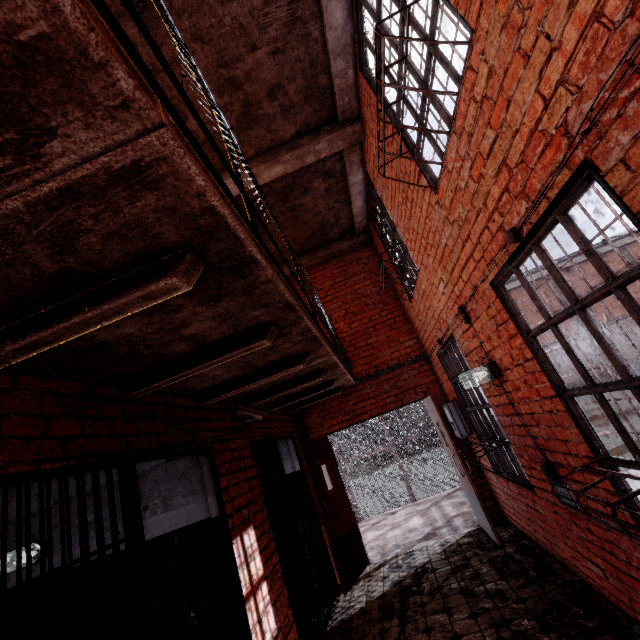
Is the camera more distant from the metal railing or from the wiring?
the wiring

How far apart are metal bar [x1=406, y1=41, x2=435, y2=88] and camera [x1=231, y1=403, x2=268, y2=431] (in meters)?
2.95

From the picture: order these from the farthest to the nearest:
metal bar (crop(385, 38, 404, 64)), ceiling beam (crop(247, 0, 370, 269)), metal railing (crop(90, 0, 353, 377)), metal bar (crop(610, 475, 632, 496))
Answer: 1. ceiling beam (crop(247, 0, 370, 269))
2. metal bar (crop(385, 38, 404, 64))
3. metal bar (crop(610, 475, 632, 496))
4. metal railing (crop(90, 0, 353, 377))

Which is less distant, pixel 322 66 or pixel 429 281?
pixel 322 66

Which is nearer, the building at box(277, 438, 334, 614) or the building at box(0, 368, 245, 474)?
the building at box(0, 368, 245, 474)

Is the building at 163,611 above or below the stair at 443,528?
above

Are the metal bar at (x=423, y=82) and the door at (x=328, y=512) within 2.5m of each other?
no

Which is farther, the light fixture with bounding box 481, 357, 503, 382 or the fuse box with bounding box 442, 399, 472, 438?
the fuse box with bounding box 442, 399, 472, 438
